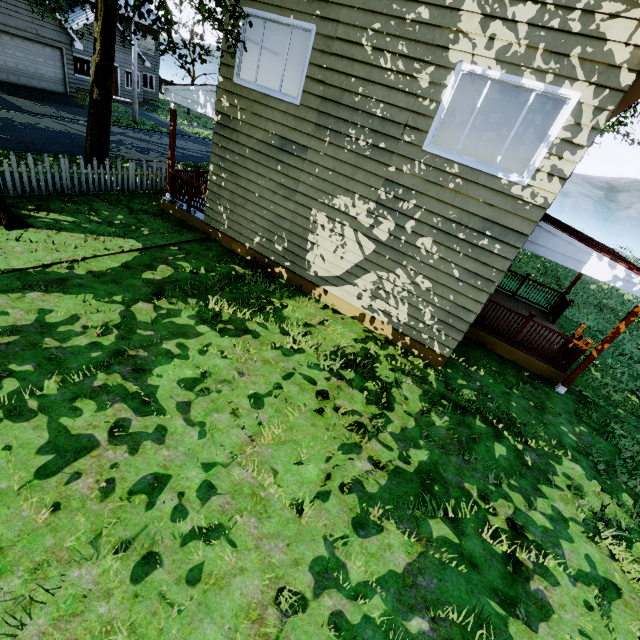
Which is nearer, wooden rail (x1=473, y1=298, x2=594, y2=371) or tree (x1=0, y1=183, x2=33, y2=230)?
tree (x1=0, y1=183, x2=33, y2=230)

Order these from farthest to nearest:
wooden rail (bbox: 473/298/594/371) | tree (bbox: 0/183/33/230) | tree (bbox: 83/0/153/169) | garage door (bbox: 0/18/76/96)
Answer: garage door (bbox: 0/18/76/96)
wooden rail (bbox: 473/298/594/371)
tree (bbox: 0/183/33/230)
tree (bbox: 83/0/153/169)

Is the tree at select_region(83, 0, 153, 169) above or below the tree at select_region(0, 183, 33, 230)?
above

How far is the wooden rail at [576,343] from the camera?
8.3m

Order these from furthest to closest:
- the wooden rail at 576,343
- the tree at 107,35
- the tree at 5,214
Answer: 1. the wooden rail at 576,343
2. the tree at 5,214
3. the tree at 107,35

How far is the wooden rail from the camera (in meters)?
8.33

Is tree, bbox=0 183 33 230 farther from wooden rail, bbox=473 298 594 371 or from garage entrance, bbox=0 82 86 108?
wooden rail, bbox=473 298 594 371

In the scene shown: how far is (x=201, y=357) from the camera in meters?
5.7
